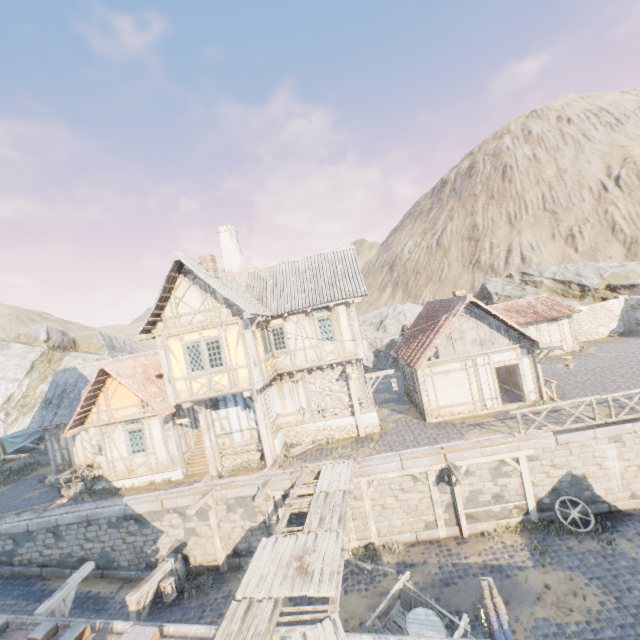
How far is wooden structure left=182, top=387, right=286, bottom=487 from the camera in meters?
14.0

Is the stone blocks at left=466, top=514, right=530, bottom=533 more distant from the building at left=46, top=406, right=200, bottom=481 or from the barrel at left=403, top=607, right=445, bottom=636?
the barrel at left=403, top=607, right=445, bottom=636

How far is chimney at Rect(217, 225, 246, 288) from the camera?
17.7 meters

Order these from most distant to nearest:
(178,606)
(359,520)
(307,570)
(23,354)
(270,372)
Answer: (23,354)
(270,372)
(359,520)
(178,606)
(307,570)

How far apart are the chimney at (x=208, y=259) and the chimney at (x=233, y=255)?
3.0m

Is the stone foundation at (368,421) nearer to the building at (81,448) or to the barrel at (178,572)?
the building at (81,448)

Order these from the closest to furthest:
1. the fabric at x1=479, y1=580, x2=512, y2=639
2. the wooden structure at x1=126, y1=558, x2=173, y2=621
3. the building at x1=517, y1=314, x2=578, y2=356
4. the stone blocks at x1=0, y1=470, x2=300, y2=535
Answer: the fabric at x1=479, y1=580, x2=512, y2=639 → the wooden structure at x1=126, y1=558, x2=173, y2=621 → the stone blocks at x1=0, y1=470, x2=300, y2=535 → the building at x1=517, y1=314, x2=578, y2=356
